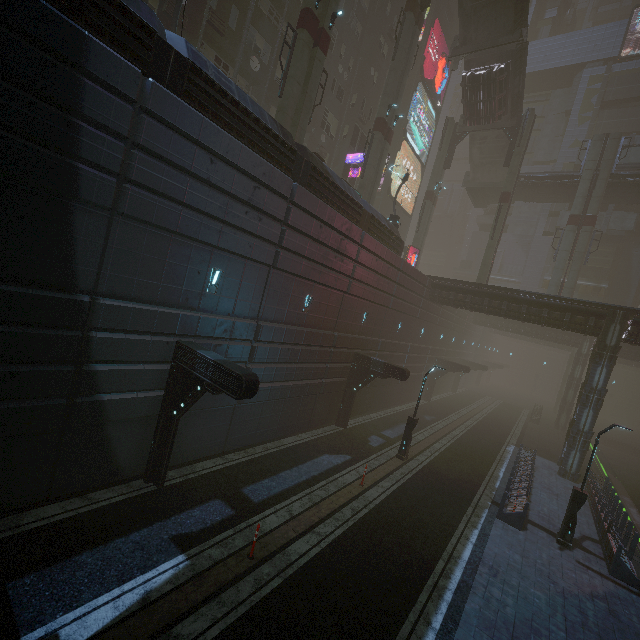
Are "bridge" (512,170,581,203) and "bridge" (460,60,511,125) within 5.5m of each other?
no

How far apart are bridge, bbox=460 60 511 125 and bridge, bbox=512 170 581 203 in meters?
7.6

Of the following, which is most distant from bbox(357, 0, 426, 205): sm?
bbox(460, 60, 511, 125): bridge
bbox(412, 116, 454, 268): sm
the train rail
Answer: the train rail

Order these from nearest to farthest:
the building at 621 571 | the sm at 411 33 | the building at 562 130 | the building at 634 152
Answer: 1. the building at 621 571
2. the sm at 411 33
3. the building at 634 152
4. the building at 562 130

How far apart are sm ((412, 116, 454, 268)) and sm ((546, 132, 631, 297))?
12.1m

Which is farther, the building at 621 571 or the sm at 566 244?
the sm at 566 244

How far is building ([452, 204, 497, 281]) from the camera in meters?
51.6

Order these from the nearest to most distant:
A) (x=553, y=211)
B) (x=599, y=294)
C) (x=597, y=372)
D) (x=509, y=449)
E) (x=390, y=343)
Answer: (x=597, y=372) < (x=390, y=343) < (x=509, y=449) < (x=599, y=294) < (x=553, y=211)
